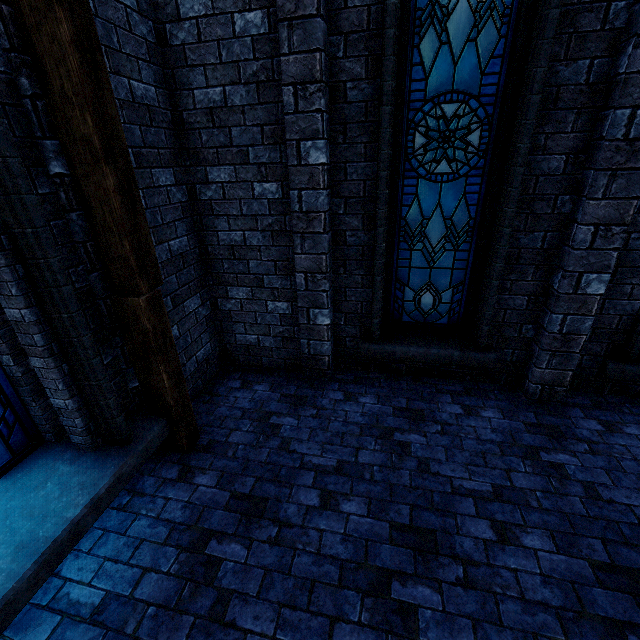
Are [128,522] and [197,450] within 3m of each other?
yes

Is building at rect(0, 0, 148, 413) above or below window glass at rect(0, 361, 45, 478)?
above

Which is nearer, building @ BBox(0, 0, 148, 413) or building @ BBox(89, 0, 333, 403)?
building @ BBox(0, 0, 148, 413)

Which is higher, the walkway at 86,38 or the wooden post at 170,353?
the walkway at 86,38

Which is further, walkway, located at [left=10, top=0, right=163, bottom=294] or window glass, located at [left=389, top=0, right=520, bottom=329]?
window glass, located at [left=389, top=0, right=520, bottom=329]

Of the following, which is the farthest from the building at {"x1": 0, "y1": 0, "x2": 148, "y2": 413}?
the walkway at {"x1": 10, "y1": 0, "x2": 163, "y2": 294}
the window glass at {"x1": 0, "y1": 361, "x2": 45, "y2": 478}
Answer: the window glass at {"x1": 0, "y1": 361, "x2": 45, "y2": 478}

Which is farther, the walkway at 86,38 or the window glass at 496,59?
the window glass at 496,59

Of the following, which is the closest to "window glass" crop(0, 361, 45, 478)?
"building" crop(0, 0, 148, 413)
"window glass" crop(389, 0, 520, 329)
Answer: "building" crop(0, 0, 148, 413)
